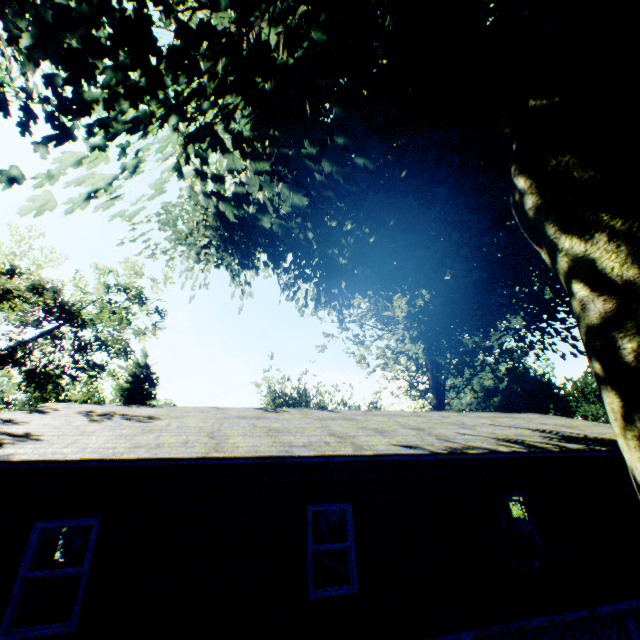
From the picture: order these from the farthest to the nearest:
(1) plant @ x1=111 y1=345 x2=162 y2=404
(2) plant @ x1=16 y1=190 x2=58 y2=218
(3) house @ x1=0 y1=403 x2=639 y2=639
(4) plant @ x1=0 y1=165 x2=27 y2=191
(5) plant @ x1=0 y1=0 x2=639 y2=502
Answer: (1) plant @ x1=111 y1=345 x2=162 y2=404, (3) house @ x1=0 y1=403 x2=639 y2=639, (2) plant @ x1=16 y1=190 x2=58 y2=218, (4) plant @ x1=0 y1=165 x2=27 y2=191, (5) plant @ x1=0 y1=0 x2=639 y2=502

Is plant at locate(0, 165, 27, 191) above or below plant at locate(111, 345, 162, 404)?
below

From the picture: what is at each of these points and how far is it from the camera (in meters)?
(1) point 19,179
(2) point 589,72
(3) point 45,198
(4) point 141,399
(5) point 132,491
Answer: (1) plant, 4.56
(2) plant, 4.06
(3) plant, 5.25
(4) plant, 27.84
(5) house, 6.30

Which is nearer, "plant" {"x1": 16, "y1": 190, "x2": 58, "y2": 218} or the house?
"plant" {"x1": 16, "y1": 190, "x2": 58, "y2": 218}

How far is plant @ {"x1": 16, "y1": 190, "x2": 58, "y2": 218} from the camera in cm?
508

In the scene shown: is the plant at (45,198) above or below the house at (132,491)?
above
